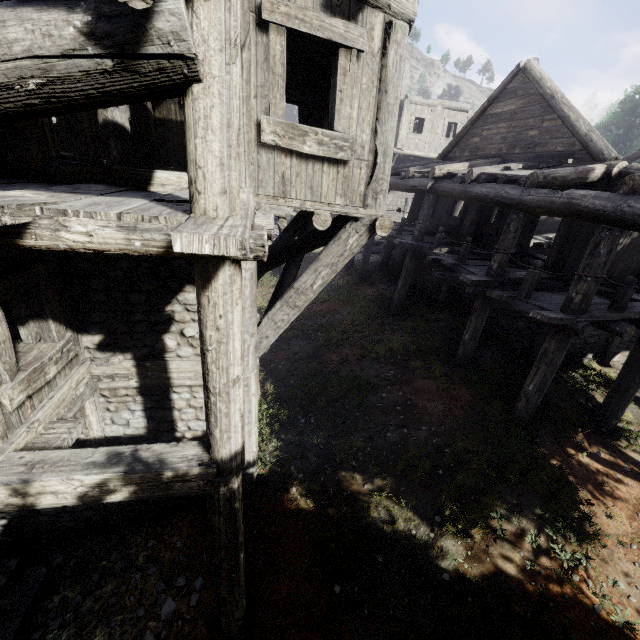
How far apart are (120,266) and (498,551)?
7.7m
